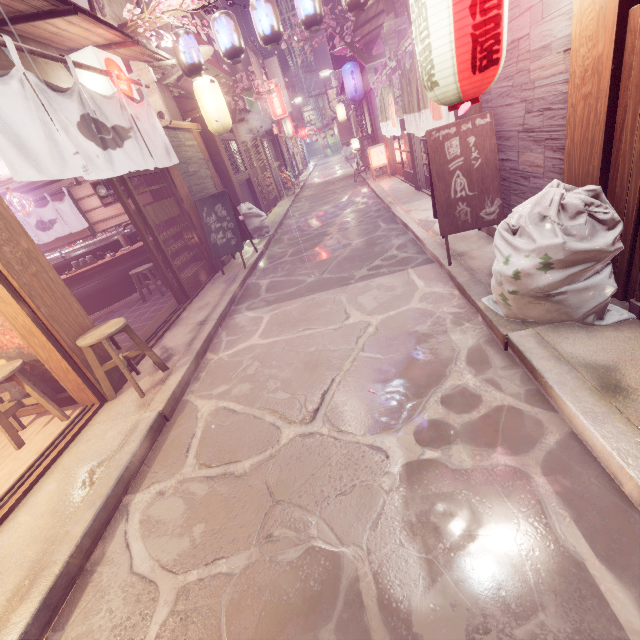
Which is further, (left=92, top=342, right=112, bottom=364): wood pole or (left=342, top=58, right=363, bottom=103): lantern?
(left=342, top=58, right=363, bottom=103): lantern

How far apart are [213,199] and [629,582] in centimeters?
1284cm

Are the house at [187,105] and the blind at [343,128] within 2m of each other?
no

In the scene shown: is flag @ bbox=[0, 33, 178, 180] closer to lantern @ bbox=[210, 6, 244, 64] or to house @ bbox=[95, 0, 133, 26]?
house @ bbox=[95, 0, 133, 26]

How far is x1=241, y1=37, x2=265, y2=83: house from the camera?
31.31m

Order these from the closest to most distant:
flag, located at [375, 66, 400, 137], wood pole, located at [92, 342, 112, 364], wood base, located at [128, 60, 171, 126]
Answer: wood pole, located at [92, 342, 112, 364]
wood base, located at [128, 60, 171, 126]
flag, located at [375, 66, 400, 137]

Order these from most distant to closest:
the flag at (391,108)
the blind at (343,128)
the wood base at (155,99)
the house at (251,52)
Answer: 1. the blind at (343,128)
2. the house at (251,52)
3. the flag at (391,108)
4. the wood base at (155,99)

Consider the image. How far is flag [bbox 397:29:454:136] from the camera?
9.09m
